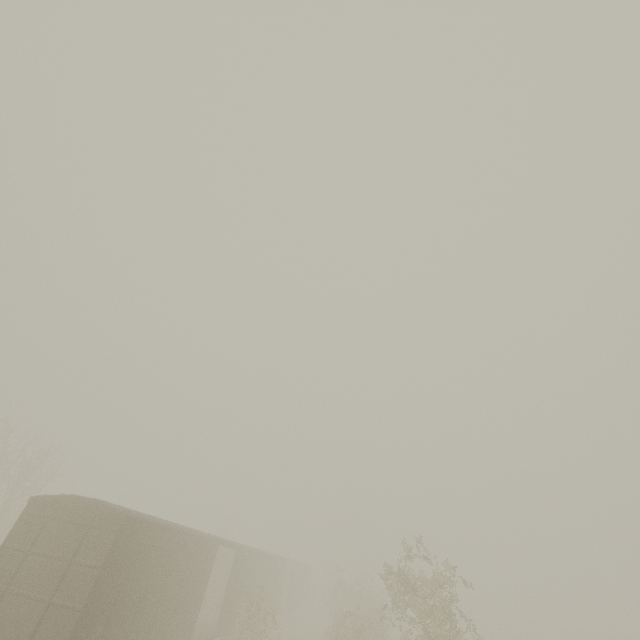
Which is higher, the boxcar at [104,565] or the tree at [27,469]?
the tree at [27,469]

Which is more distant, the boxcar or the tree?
the tree

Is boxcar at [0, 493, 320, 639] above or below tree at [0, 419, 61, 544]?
below

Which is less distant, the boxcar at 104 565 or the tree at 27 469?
the boxcar at 104 565

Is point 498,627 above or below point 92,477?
below
